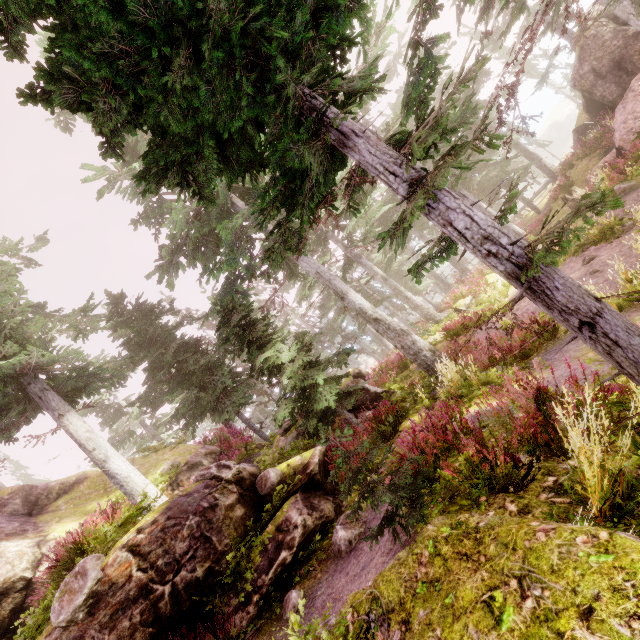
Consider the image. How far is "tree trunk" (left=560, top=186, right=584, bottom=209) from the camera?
20.1m

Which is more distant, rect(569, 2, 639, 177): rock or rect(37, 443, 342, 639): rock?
rect(569, 2, 639, 177): rock

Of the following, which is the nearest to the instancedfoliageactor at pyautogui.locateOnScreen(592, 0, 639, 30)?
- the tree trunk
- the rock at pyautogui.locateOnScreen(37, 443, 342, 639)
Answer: the rock at pyautogui.locateOnScreen(37, 443, 342, 639)

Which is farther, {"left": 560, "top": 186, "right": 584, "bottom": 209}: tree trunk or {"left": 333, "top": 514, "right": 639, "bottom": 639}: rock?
{"left": 560, "top": 186, "right": 584, "bottom": 209}: tree trunk

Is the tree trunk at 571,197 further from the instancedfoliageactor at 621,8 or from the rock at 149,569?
the rock at 149,569

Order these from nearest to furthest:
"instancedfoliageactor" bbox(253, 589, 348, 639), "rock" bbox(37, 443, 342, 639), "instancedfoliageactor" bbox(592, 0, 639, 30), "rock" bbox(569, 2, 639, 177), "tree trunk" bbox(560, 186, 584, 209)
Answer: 1. "instancedfoliageactor" bbox(253, 589, 348, 639)
2. "rock" bbox(37, 443, 342, 639)
3. "instancedfoliageactor" bbox(592, 0, 639, 30)
4. "rock" bbox(569, 2, 639, 177)
5. "tree trunk" bbox(560, 186, 584, 209)

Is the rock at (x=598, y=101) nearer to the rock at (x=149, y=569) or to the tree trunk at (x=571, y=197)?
the tree trunk at (x=571, y=197)

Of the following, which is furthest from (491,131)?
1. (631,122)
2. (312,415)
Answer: (631,122)
